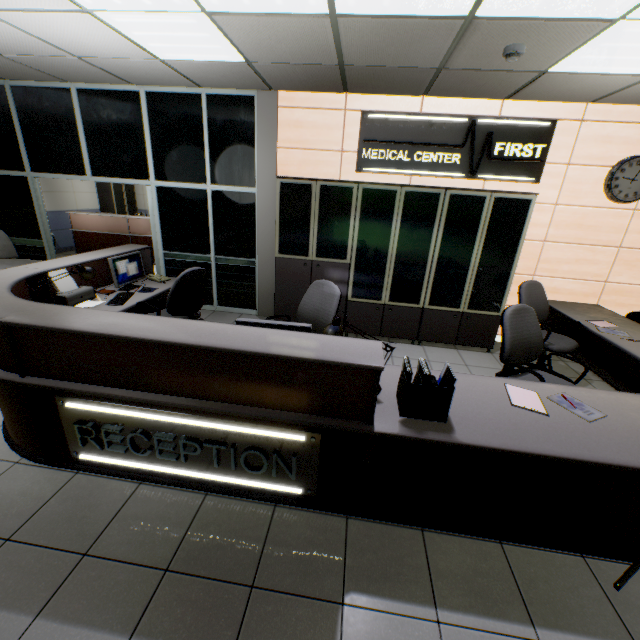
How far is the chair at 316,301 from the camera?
3.19m

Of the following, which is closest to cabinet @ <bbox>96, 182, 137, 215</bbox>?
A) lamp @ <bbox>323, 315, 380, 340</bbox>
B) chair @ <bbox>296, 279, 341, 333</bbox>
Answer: chair @ <bbox>296, 279, 341, 333</bbox>

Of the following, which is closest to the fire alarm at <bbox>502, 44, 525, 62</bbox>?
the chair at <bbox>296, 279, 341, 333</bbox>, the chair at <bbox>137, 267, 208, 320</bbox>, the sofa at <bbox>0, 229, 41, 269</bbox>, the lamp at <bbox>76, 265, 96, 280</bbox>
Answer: the chair at <bbox>296, 279, 341, 333</bbox>

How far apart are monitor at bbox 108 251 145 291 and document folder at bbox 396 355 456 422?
3.43m

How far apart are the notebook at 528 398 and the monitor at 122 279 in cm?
409

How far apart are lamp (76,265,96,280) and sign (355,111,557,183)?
3.5m

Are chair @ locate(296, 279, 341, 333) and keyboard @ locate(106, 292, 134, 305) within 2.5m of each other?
yes

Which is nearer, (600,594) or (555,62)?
(600,594)
